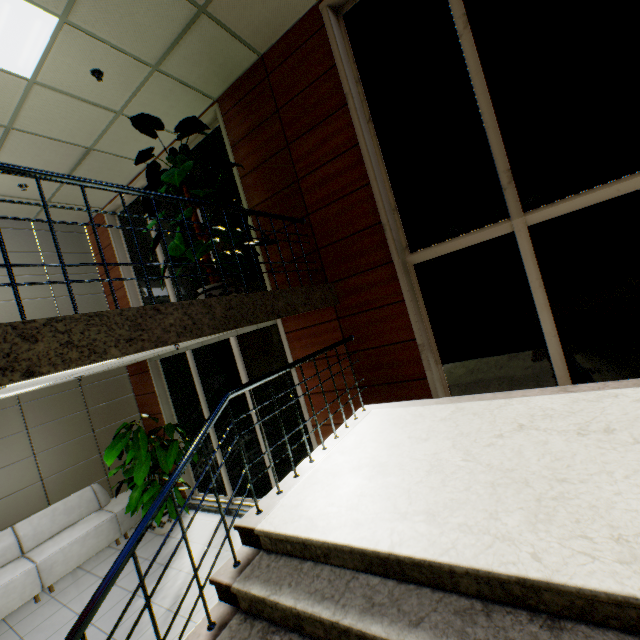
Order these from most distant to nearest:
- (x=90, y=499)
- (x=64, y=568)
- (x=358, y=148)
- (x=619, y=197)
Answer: (x=90, y=499) → (x=64, y=568) → (x=358, y=148) → (x=619, y=197)

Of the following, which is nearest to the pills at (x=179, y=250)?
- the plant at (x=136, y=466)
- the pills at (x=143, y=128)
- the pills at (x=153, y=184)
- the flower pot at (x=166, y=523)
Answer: the pills at (x=153, y=184)

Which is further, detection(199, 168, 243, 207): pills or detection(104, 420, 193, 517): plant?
detection(104, 420, 193, 517): plant

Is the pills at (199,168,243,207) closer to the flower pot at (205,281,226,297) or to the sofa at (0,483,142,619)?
the flower pot at (205,281,226,297)

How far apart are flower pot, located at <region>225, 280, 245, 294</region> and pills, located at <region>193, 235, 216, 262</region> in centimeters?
40cm

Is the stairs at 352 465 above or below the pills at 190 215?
below

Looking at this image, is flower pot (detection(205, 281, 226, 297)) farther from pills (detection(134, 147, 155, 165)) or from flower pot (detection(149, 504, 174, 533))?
flower pot (detection(149, 504, 174, 533))

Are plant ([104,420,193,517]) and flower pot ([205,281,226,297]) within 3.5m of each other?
yes
